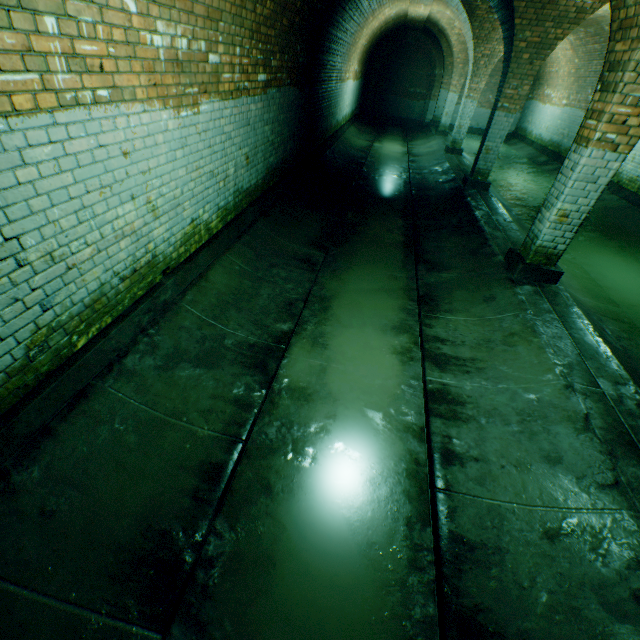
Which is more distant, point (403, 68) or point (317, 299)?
point (403, 68)

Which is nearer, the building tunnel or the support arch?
the building tunnel

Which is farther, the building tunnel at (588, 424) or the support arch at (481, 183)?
the support arch at (481, 183)
